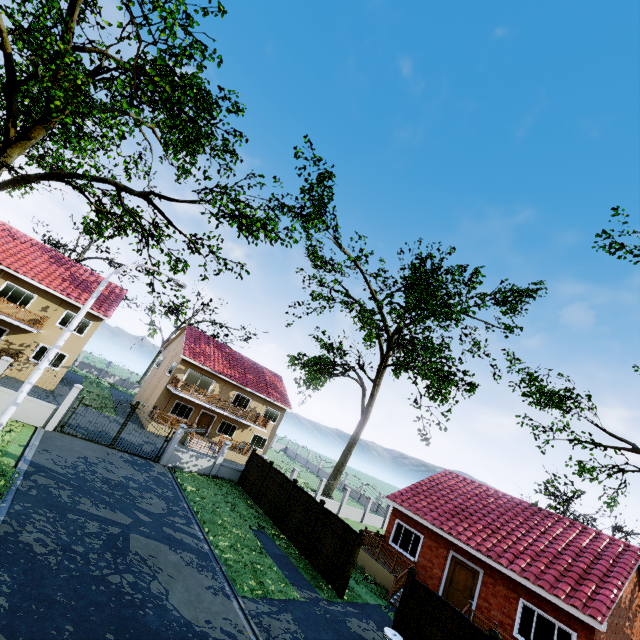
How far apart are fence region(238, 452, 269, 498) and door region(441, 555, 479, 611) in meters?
11.3

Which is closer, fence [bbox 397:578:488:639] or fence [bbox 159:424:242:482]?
fence [bbox 397:578:488:639]

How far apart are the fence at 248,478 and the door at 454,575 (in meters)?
11.34

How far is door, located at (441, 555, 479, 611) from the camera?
15.3m

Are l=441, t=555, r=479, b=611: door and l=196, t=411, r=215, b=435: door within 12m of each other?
no

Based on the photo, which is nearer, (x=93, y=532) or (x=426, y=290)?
(x=93, y=532)

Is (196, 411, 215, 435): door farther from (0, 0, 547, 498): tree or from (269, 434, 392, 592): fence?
(0, 0, 547, 498): tree

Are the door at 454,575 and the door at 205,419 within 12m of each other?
no
